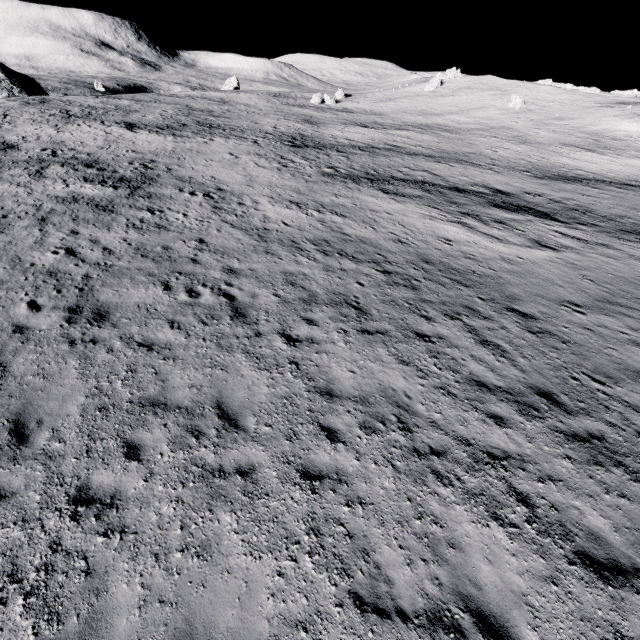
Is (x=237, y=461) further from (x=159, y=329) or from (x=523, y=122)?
(x=523, y=122)
